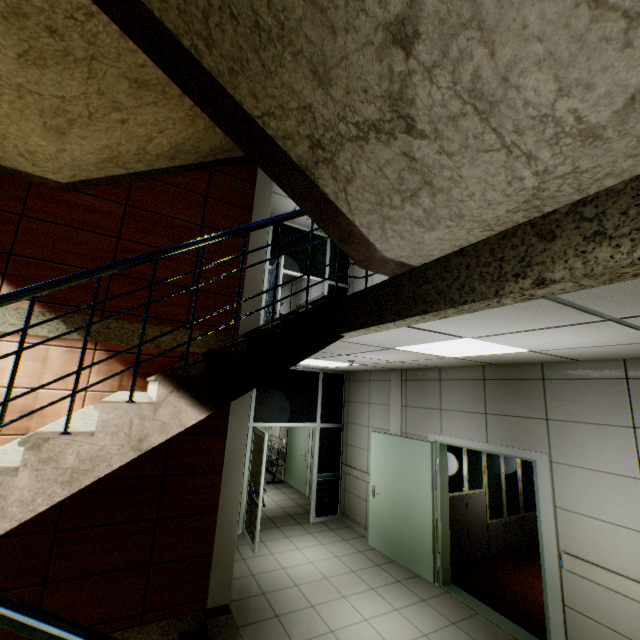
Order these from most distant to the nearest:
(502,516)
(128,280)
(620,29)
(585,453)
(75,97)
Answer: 1. (502,516)
2. (128,280)
3. (585,453)
4. (75,97)
5. (620,29)

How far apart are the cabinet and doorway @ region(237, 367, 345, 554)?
2.6 meters

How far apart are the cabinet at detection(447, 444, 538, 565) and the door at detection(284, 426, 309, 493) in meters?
4.3 m

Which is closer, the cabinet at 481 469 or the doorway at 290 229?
the cabinet at 481 469

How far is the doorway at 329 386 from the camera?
6.0m

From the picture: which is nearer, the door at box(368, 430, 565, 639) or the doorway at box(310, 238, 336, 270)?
the door at box(368, 430, 565, 639)

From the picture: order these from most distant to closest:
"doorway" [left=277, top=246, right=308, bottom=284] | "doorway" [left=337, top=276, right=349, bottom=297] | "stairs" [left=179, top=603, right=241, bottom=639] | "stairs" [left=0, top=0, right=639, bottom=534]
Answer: "doorway" [left=337, top=276, right=349, bottom=297], "doorway" [left=277, top=246, right=308, bottom=284], "stairs" [left=179, top=603, right=241, bottom=639], "stairs" [left=0, top=0, right=639, bottom=534]

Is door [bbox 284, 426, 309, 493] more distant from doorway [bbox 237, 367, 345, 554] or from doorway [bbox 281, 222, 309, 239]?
doorway [bbox 281, 222, 309, 239]
